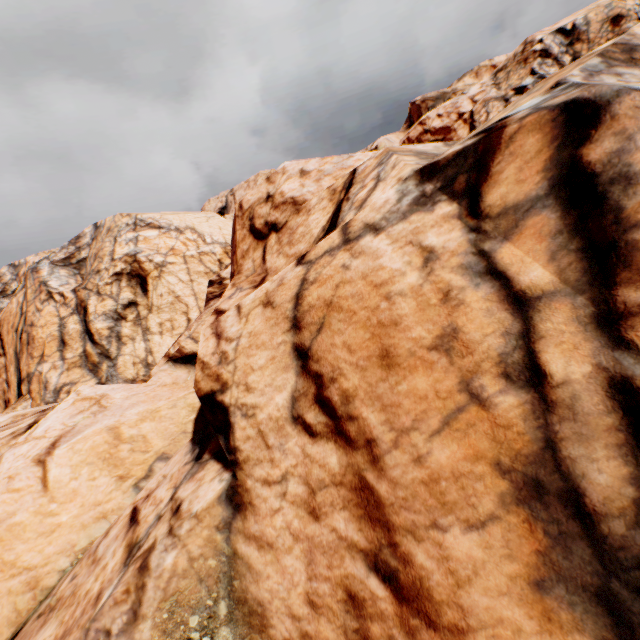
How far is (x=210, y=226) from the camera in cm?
2177
